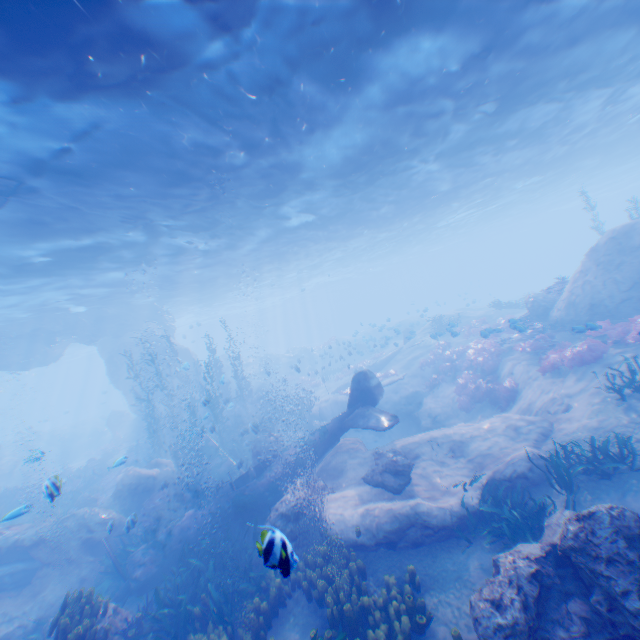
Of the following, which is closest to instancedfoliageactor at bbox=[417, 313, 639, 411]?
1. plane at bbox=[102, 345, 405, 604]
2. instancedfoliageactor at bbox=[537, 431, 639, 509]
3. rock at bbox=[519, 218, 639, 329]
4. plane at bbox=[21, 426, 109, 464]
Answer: rock at bbox=[519, 218, 639, 329]

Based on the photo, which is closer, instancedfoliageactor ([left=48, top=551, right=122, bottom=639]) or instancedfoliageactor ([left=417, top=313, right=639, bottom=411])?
instancedfoliageactor ([left=48, top=551, right=122, bottom=639])

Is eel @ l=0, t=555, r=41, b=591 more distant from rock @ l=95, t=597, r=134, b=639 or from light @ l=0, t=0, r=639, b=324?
light @ l=0, t=0, r=639, b=324

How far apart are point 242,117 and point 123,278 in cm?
1676

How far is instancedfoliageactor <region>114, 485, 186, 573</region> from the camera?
11.4m

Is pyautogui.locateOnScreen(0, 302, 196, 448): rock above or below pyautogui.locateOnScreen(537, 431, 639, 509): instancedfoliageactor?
above

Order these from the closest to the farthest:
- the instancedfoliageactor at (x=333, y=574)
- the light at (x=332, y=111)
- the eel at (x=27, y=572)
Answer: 1. the instancedfoliageactor at (x=333, y=574)
2. the light at (x=332, y=111)
3. the eel at (x=27, y=572)

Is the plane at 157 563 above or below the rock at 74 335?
below
